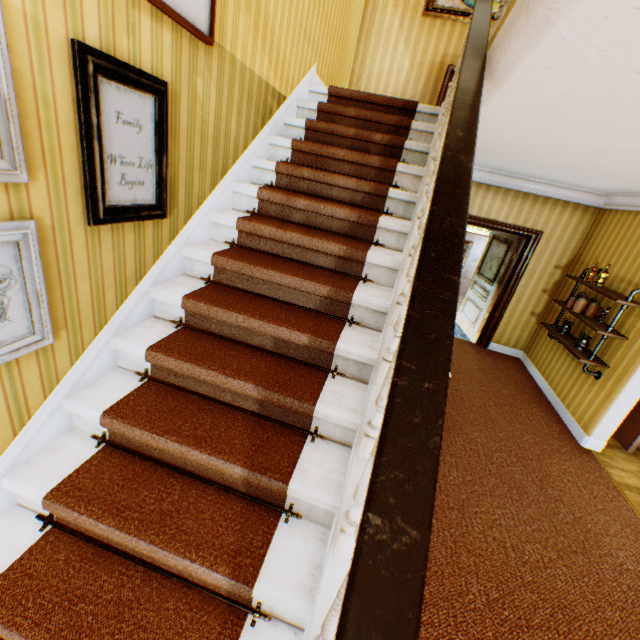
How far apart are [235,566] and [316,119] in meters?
4.1 m

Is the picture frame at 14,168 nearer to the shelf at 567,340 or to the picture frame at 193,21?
the picture frame at 193,21

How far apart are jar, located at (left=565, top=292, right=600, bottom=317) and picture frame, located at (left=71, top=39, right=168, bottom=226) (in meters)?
5.51

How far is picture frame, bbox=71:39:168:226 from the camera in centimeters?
142cm

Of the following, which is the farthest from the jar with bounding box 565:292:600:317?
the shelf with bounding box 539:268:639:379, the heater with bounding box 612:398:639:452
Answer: the heater with bounding box 612:398:639:452

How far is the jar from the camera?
4.6 meters

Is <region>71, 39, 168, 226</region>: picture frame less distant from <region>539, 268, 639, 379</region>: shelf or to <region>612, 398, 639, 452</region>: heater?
<region>539, 268, 639, 379</region>: shelf

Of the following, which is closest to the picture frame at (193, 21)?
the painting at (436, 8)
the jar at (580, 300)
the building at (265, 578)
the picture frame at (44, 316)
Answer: the building at (265, 578)
